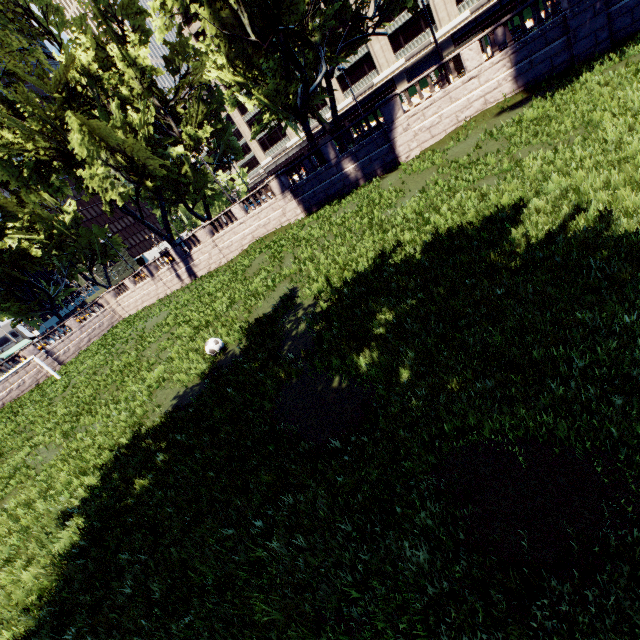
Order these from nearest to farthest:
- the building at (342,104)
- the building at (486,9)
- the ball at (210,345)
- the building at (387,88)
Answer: the ball at (210,345)
the building at (486,9)
the building at (387,88)
the building at (342,104)

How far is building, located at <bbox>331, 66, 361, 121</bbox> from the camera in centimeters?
5706cm

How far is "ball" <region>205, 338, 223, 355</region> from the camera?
11.52m

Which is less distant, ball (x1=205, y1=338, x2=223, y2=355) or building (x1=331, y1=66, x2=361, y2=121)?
ball (x1=205, y1=338, x2=223, y2=355)

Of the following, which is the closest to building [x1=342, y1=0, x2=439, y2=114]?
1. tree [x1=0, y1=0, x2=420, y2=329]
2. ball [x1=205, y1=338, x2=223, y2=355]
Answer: tree [x1=0, y1=0, x2=420, y2=329]

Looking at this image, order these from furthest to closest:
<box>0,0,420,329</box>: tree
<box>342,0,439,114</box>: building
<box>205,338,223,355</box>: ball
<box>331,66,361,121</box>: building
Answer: <box>331,66,361,121</box>: building, <box>342,0,439,114</box>: building, <box>0,0,420,329</box>: tree, <box>205,338,223,355</box>: ball

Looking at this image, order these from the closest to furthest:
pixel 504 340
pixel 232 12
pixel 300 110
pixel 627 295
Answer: pixel 627 295 → pixel 504 340 → pixel 232 12 → pixel 300 110

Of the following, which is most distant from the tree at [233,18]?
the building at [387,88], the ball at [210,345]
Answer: the ball at [210,345]
